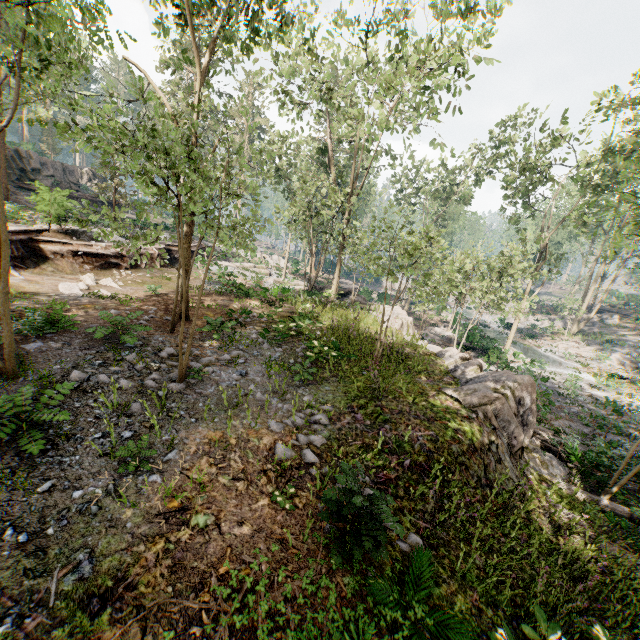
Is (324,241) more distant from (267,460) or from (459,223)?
(459,223)

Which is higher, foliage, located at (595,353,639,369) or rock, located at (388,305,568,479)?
rock, located at (388,305,568,479)

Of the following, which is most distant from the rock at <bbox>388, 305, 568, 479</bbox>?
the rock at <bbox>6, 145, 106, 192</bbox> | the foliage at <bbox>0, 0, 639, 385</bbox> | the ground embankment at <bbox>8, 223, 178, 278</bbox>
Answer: the rock at <bbox>6, 145, 106, 192</bbox>

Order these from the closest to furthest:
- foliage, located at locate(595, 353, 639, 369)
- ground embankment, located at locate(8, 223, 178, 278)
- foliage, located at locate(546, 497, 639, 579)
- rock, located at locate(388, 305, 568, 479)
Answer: foliage, located at locate(546, 497, 639, 579) → rock, located at locate(388, 305, 568, 479) → ground embankment, located at locate(8, 223, 178, 278) → foliage, located at locate(595, 353, 639, 369)

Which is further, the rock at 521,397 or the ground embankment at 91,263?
the ground embankment at 91,263

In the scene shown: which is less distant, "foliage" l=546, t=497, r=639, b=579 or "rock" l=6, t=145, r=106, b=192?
"foliage" l=546, t=497, r=639, b=579

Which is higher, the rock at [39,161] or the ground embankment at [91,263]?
the rock at [39,161]

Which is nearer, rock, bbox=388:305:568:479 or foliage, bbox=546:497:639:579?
foliage, bbox=546:497:639:579
